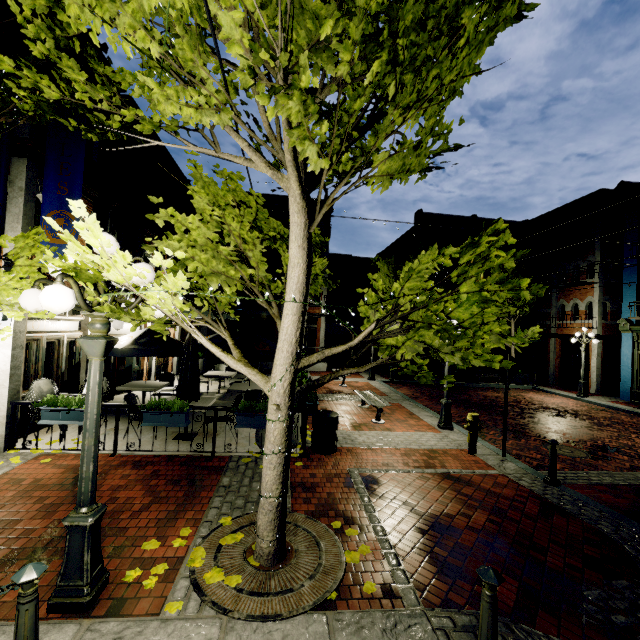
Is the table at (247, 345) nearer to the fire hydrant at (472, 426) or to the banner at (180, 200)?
the banner at (180, 200)

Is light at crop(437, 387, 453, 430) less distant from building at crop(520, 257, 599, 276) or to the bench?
the bench

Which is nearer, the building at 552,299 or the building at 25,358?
the building at 25,358

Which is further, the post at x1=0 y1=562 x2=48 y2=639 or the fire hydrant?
the fire hydrant

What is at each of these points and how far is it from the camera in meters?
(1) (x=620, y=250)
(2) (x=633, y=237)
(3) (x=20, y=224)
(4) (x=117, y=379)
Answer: (1) building, 19.1
(2) building, 16.7
(3) building, 6.5
(4) building, 12.3

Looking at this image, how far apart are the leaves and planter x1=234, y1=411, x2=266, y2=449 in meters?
3.0 m

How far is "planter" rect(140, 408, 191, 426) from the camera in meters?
6.5

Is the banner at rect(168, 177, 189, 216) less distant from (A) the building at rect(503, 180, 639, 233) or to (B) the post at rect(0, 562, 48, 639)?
→ (B) the post at rect(0, 562, 48, 639)
